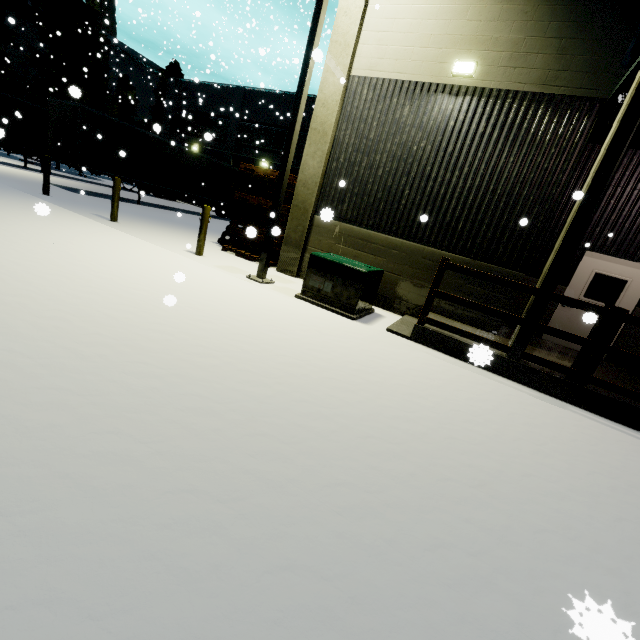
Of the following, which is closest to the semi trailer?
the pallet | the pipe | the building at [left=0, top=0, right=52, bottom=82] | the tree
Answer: the building at [left=0, top=0, right=52, bottom=82]

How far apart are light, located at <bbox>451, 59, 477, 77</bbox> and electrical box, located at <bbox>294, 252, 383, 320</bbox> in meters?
4.5

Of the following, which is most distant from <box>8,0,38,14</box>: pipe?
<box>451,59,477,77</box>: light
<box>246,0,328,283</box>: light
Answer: <box>451,59,477,77</box>: light

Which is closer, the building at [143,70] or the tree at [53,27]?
the tree at [53,27]

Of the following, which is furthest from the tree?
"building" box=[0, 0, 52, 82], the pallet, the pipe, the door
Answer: the pipe

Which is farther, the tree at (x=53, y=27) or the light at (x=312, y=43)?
the tree at (x=53, y=27)

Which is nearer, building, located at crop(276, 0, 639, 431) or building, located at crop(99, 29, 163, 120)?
building, located at crop(276, 0, 639, 431)

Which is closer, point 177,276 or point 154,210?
point 177,276
